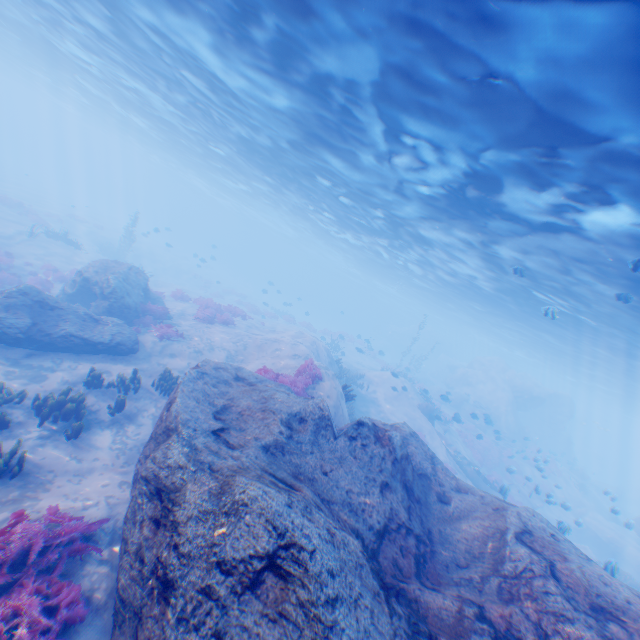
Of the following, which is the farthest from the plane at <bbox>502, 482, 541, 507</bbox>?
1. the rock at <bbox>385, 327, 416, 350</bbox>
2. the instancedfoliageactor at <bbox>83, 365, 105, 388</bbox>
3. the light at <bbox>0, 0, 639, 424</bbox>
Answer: the rock at <bbox>385, 327, 416, 350</bbox>

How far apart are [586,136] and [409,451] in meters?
9.3 m

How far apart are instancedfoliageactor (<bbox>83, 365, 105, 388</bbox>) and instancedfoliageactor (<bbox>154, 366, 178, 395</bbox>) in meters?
1.8

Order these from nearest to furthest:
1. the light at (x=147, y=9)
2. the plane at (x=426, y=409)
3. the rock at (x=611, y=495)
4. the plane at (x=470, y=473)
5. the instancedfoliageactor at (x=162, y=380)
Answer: the light at (x=147, y=9) → the instancedfoliageactor at (x=162, y=380) → the plane at (x=470, y=473) → the plane at (x=426, y=409) → the rock at (x=611, y=495)

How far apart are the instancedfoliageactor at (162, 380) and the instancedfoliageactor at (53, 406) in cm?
294

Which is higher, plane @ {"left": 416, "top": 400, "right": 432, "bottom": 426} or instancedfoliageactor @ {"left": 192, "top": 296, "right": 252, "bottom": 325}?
plane @ {"left": 416, "top": 400, "right": 432, "bottom": 426}

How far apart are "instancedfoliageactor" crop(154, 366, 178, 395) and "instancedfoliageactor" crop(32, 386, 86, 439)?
2.9 meters

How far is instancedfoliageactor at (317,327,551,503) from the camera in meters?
21.7
